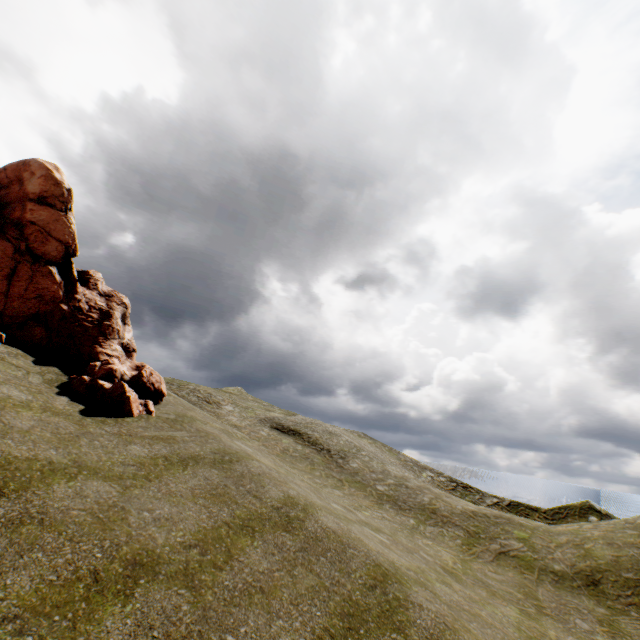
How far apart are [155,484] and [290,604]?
4.4 meters
